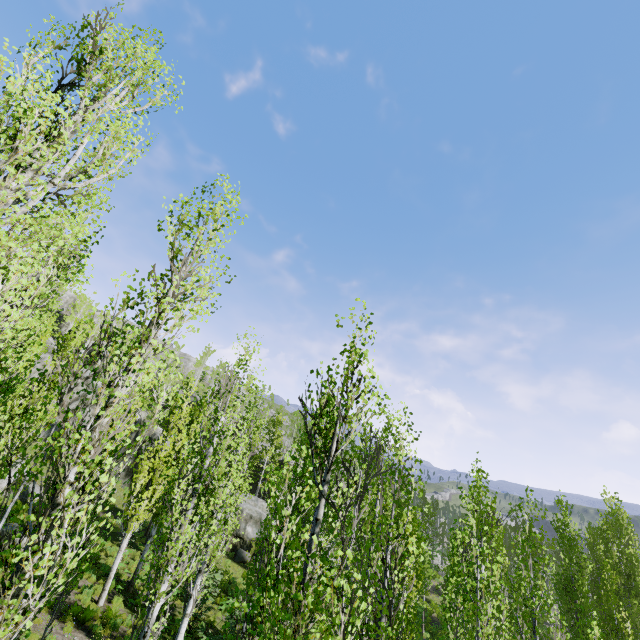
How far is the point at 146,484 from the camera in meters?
17.4 m

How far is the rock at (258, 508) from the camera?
26.0 meters

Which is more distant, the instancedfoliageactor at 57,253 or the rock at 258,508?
the rock at 258,508

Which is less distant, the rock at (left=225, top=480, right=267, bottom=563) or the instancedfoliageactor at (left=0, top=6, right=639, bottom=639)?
the instancedfoliageactor at (left=0, top=6, right=639, bottom=639)

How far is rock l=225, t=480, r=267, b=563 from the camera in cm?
2602
